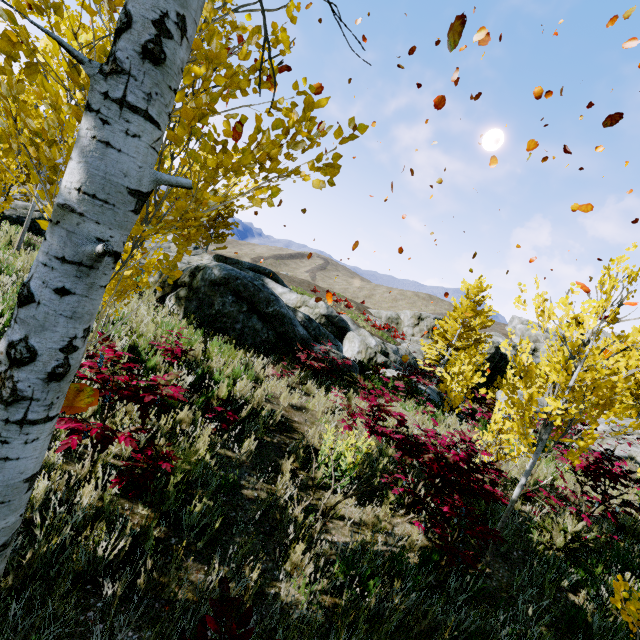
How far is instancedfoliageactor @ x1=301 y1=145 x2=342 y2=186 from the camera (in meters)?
1.90

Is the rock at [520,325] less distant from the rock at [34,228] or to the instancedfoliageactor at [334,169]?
the rock at [34,228]

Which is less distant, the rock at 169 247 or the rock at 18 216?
the rock at 18 216

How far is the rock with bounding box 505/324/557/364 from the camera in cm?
4521

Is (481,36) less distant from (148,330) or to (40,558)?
(148,330)

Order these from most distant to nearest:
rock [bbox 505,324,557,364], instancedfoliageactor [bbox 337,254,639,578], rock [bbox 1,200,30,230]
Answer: rock [bbox 505,324,557,364]
rock [bbox 1,200,30,230]
instancedfoliageactor [bbox 337,254,639,578]

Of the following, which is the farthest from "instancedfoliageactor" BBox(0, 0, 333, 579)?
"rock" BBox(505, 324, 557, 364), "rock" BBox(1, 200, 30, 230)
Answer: "rock" BBox(505, 324, 557, 364)
